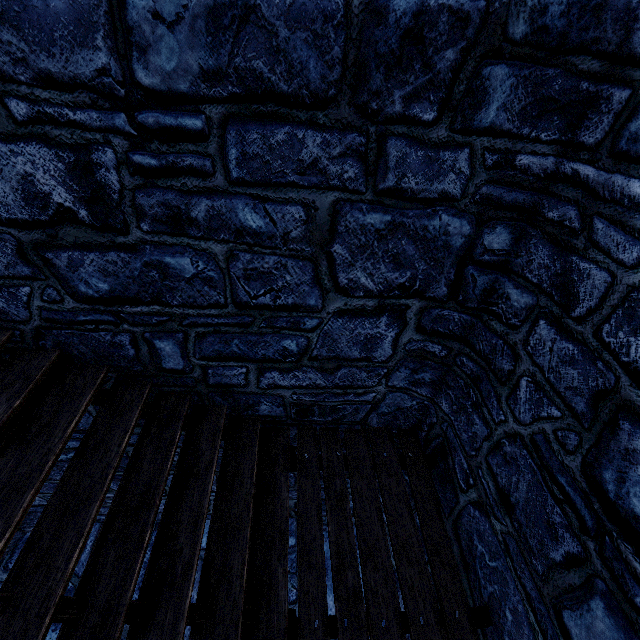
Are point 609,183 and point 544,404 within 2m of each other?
yes
